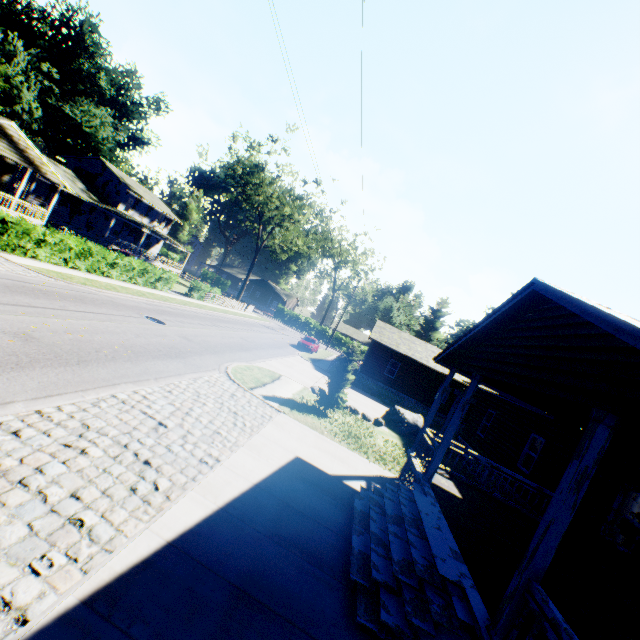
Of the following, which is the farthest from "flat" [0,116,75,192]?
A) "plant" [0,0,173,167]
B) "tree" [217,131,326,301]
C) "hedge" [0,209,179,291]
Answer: "tree" [217,131,326,301]

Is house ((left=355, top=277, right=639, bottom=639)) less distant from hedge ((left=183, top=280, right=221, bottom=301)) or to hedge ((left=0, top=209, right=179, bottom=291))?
hedge ((left=0, top=209, right=179, bottom=291))

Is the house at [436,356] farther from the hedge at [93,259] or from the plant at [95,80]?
the plant at [95,80]

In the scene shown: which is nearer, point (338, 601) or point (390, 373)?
point (338, 601)

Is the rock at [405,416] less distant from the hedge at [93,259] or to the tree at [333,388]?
the tree at [333,388]

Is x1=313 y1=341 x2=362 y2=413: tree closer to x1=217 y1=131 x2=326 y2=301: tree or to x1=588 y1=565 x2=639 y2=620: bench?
x1=588 y1=565 x2=639 y2=620: bench

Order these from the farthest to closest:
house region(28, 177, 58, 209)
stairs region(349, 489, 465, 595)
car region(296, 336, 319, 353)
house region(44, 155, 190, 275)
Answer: house region(44, 155, 190, 275) < car region(296, 336, 319, 353) < house region(28, 177, 58, 209) < stairs region(349, 489, 465, 595)
